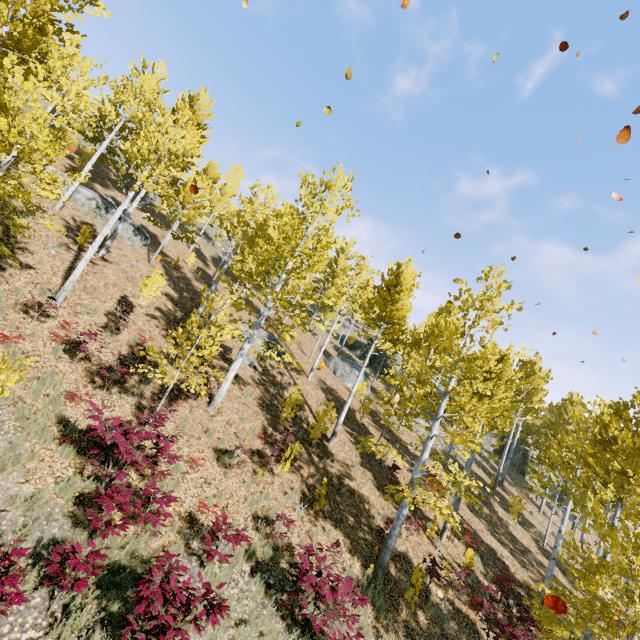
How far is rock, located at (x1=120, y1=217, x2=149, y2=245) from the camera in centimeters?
2011cm

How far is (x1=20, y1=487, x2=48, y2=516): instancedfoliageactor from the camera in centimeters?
593cm

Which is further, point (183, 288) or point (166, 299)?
point (183, 288)

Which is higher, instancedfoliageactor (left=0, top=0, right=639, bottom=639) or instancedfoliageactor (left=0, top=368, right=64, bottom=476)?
instancedfoliageactor (left=0, top=0, right=639, bottom=639)

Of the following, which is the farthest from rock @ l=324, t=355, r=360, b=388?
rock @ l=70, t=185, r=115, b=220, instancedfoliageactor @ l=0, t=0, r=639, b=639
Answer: rock @ l=70, t=185, r=115, b=220

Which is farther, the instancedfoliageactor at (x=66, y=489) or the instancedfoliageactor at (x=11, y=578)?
the instancedfoliageactor at (x=66, y=489)

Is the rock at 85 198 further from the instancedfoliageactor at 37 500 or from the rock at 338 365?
the rock at 338 365
